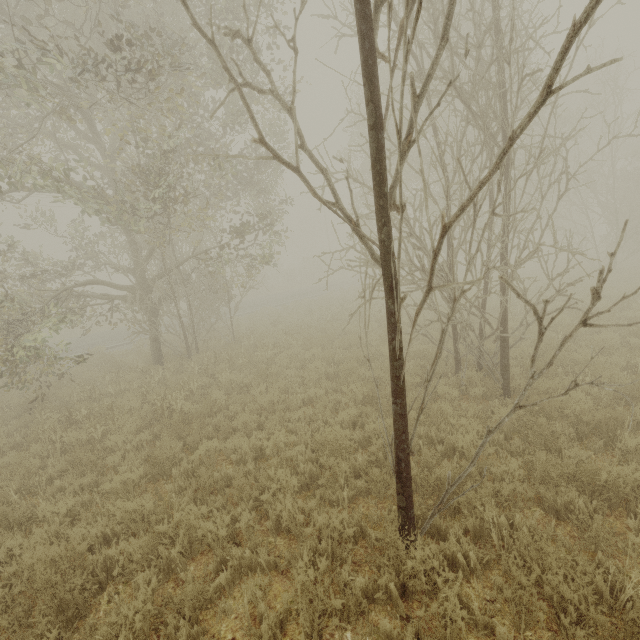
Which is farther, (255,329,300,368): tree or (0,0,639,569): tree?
(255,329,300,368): tree

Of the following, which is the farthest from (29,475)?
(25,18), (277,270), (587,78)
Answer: (587,78)

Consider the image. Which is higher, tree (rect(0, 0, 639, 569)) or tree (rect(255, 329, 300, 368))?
tree (rect(0, 0, 639, 569))

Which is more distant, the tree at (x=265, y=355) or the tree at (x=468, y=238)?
the tree at (x=265, y=355)

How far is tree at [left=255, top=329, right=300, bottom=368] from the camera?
10.8m

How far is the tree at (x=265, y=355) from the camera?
10.77m
